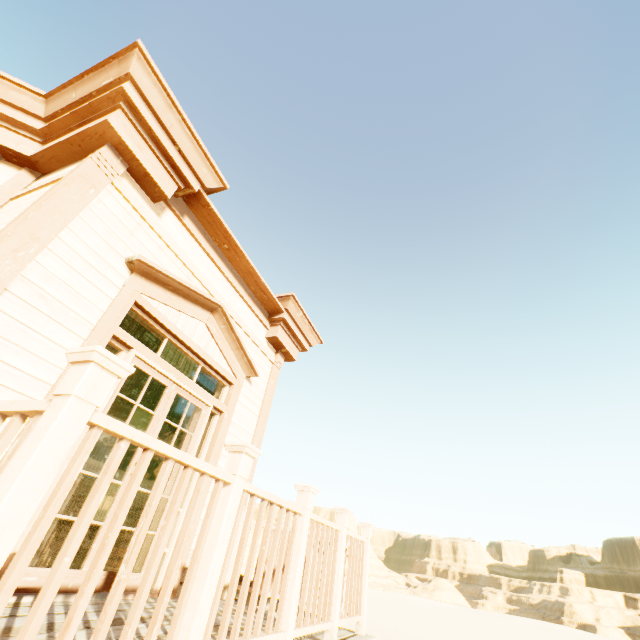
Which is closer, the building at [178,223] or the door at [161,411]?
the building at [178,223]

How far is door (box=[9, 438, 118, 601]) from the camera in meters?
2.4

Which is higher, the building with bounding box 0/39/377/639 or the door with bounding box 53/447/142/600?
the building with bounding box 0/39/377/639

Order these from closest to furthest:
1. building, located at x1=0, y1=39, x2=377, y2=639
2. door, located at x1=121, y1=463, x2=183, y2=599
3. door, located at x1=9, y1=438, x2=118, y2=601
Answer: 1. building, located at x1=0, y1=39, x2=377, y2=639
2. door, located at x1=9, y1=438, x2=118, y2=601
3. door, located at x1=121, y1=463, x2=183, y2=599

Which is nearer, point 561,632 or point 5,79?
point 5,79

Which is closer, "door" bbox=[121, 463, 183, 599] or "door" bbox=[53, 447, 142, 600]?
"door" bbox=[53, 447, 142, 600]

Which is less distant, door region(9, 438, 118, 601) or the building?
the building
